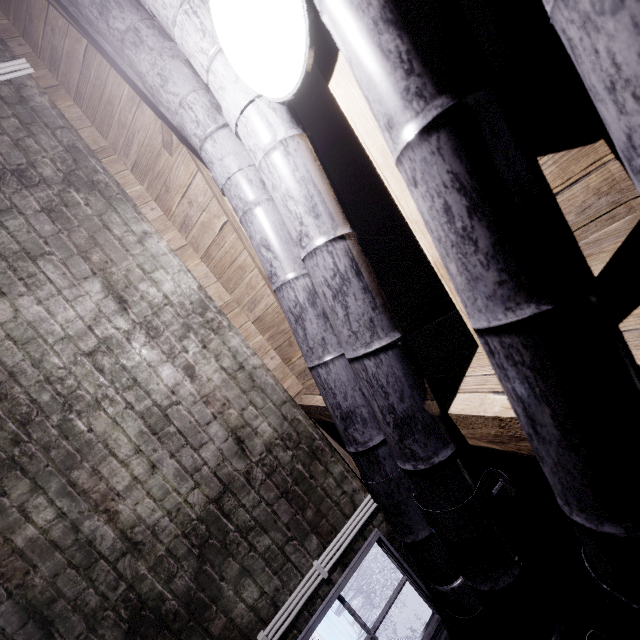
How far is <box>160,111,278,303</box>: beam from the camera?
1.7m

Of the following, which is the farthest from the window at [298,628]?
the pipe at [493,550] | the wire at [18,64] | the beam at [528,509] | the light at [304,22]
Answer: the wire at [18,64]

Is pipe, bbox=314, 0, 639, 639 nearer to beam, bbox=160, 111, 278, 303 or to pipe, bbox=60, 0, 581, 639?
pipe, bbox=60, 0, 581, 639

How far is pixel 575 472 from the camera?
0.5 meters

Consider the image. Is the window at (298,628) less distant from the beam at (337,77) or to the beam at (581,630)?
the beam at (581,630)

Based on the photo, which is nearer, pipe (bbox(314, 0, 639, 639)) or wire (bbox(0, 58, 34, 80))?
pipe (bbox(314, 0, 639, 639))

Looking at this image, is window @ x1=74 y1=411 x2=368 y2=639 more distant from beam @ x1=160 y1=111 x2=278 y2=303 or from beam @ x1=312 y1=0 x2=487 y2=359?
beam @ x1=312 y1=0 x2=487 y2=359

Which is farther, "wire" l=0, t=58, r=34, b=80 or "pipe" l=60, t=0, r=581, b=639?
"wire" l=0, t=58, r=34, b=80
